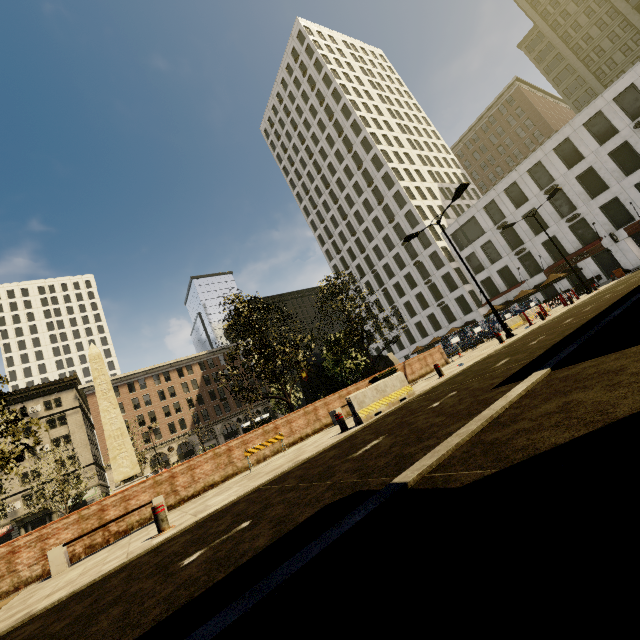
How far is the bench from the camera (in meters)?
7.94

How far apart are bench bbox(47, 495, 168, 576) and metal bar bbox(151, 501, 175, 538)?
3.1m

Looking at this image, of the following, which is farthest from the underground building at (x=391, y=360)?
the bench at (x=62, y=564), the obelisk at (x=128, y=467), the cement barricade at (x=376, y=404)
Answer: the bench at (x=62, y=564)

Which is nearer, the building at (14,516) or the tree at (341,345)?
the tree at (341,345)

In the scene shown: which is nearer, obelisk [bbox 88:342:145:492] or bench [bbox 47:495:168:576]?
bench [bbox 47:495:168:576]

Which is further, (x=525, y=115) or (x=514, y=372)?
(x=525, y=115)

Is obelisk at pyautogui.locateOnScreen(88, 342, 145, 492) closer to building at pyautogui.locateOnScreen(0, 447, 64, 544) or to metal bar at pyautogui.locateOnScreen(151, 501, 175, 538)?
metal bar at pyautogui.locateOnScreen(151, 501, 175, 538)

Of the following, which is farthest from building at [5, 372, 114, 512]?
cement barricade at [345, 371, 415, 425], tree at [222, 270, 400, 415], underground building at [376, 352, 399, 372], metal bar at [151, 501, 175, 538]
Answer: underground building at [376, 352, 399, 372]
